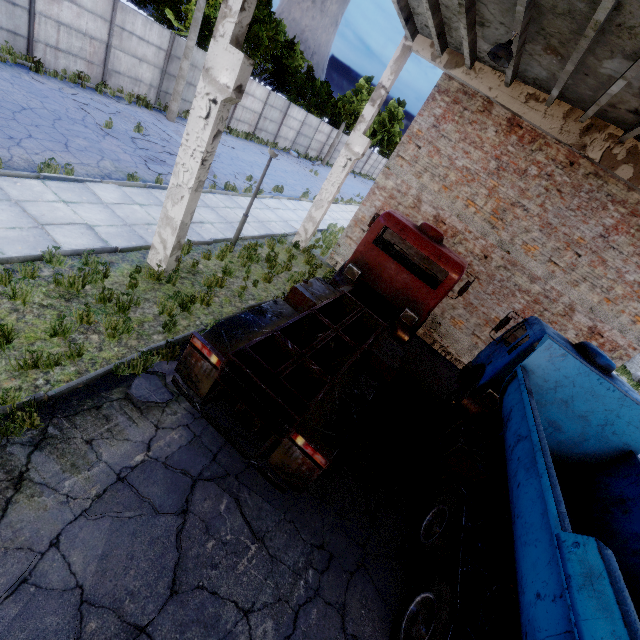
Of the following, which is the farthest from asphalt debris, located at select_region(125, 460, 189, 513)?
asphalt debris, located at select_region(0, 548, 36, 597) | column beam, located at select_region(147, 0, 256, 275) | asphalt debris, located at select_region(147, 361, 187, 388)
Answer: column beam, located at select_region(147, 0, 256, 275)

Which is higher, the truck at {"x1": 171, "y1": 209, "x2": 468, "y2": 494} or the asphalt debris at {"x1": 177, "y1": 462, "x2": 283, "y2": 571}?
the truck at {"x1": 171, "y1": 209, "x2": 468, "y2": 494}

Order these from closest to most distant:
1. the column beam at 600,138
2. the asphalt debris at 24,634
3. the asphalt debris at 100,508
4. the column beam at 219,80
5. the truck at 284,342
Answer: the asphalt debris at 24,634
the asphalt debris at 100,508
the truck at 284,342
the column beam at 219,80
the column beam at 600,138

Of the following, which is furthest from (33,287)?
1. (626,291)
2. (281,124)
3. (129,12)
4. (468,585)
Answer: (281,124)

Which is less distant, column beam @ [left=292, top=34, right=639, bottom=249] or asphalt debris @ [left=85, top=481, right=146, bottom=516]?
asphalt debris @ [left=85, top=481, right=146, bottom=516]

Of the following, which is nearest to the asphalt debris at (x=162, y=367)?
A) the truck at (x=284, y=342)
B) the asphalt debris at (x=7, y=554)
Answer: the truck at (x=284, y=342)

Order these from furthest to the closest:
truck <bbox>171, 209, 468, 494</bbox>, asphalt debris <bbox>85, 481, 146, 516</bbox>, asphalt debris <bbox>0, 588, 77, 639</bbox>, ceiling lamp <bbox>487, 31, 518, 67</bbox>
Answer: ceiling lamp <bbox>487, 31, 518, 67</bbox> < truck <bbox>171, 209, 468, 494</bbox> < asphalt debris <bbox>85, 481, 146, 516</bbox> < asphalt debris <bbox>0, 588, 77, 639</bbox>

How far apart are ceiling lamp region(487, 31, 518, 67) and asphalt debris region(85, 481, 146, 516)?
9.46m
